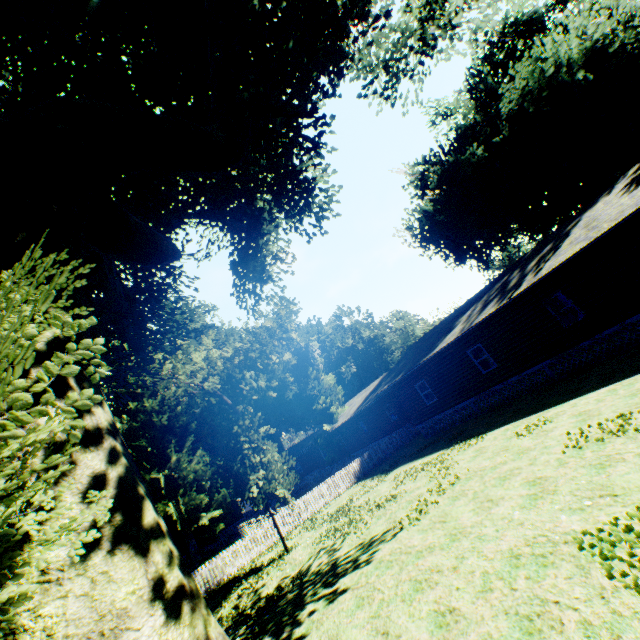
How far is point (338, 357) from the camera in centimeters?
4734cm

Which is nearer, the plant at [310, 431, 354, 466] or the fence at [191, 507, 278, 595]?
the fence at [191, 507, 278, 595]

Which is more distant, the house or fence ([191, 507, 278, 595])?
fence ([191, 507, 278, 595])

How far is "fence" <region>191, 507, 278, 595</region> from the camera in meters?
16.6 m

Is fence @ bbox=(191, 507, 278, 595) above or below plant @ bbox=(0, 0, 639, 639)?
below

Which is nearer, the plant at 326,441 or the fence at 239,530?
the fence at 239,530

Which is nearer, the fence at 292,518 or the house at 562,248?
the house at 562,248
